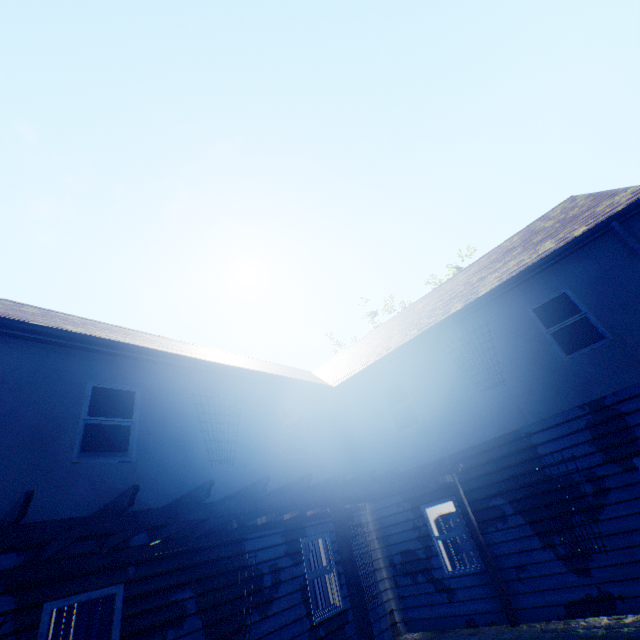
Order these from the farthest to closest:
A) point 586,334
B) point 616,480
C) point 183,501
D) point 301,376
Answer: point 586,334 < point 301,376 < point 616,480 < point 183,501

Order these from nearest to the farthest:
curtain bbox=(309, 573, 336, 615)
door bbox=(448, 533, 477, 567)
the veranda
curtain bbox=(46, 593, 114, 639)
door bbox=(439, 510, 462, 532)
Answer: the veranda
curtain bbox=(46, 593, 114, 639)
curtain bbox=(309, 573, 336, 615)
door bbox=(448, 533, 477, 567)
door bbox=(439, 510, 462, 532)

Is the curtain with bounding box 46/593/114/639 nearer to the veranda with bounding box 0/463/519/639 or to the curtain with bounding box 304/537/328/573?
the veranda with bounding box 0/463/519/639

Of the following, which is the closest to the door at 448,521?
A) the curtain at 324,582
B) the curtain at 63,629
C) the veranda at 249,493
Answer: the veranda at 249,493

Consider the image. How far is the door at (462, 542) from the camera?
11.52m

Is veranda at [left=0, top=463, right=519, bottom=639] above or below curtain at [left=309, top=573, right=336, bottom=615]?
above

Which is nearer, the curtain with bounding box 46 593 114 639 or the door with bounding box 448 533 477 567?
the curtain with bounding box 46 593 114 639

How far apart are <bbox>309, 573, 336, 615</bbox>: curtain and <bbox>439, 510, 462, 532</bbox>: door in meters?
6.2 m
